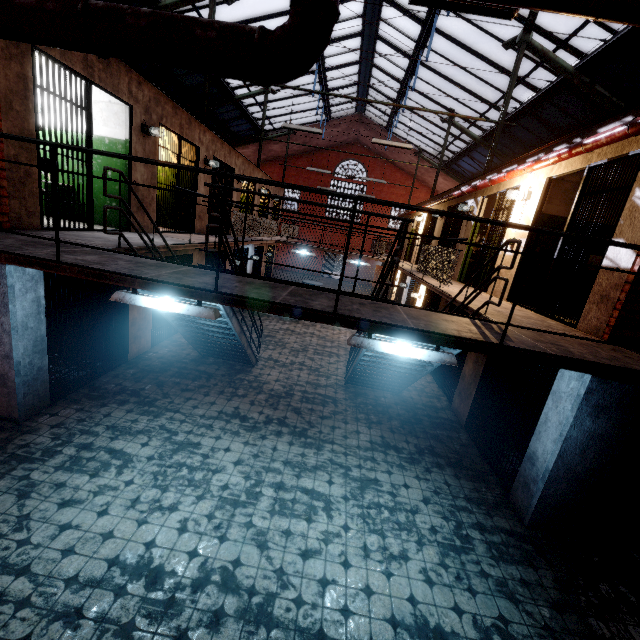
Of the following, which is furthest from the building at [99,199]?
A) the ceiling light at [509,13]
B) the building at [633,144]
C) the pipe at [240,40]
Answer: the building at [633,144]

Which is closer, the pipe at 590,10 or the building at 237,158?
the pipe at 590,10

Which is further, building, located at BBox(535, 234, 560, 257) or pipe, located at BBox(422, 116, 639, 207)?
building, located at BBox(535, 234, 560, 257)

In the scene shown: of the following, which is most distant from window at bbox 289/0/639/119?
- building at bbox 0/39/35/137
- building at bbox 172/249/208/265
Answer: building at bbox 172/249/208/265

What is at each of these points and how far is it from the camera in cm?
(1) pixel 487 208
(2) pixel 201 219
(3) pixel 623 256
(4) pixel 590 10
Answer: (1) building, 908
(2) building, 1002
(3) building, 403
(4) pipe, 227

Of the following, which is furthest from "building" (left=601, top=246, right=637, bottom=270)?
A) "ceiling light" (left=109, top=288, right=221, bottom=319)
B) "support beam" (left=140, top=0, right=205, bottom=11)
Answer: "ceiling light" (left=109, top=288, right=221, bottom=319)

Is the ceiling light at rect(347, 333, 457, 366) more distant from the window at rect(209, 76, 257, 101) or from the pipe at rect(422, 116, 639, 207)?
the window at rect(209, 76, 257, 101)

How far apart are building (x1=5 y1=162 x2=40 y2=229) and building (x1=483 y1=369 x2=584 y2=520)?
7.97m
